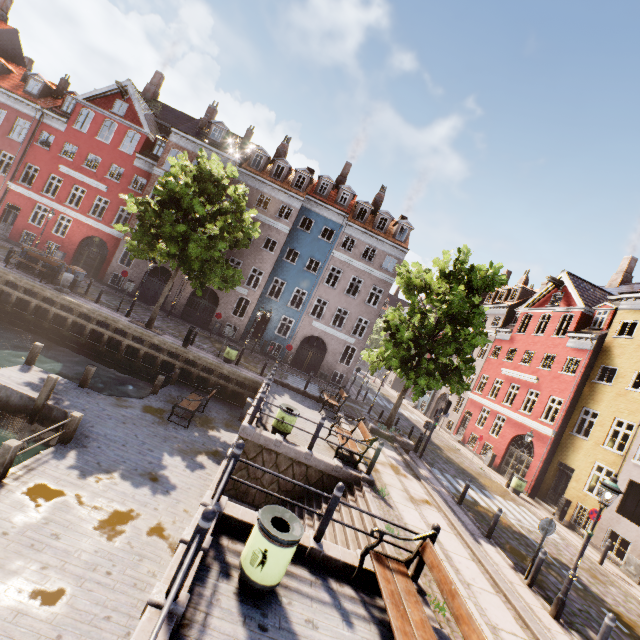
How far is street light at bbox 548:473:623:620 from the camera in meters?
8.2

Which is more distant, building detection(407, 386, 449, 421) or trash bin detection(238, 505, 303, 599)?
building detection(407, 386, 449, 421)

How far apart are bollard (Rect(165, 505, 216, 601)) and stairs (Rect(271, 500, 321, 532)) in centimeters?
318cm

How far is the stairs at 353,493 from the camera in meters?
8.5 m

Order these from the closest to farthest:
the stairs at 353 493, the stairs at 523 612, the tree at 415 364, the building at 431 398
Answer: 1. the stairs at 523 612
2. the stairs at 353 493
3. the tree at 415 364
4. the building at 431 398

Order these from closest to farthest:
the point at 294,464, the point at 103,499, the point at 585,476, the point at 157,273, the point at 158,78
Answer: the point at 103,499
the point at 294,464
the point at 585,476
the point at 157,273
the point at 158,78

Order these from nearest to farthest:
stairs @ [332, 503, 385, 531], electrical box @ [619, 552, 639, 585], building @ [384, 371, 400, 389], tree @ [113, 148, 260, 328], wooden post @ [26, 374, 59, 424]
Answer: stairs @ [332, 503, 385, 531] → wooden post @ [26, 374, 59, 424] → electrical box @ [619, 552, 639, 585] → tree @ [113, 148, 260, 328] → building @ [384, 371, 400, 389]

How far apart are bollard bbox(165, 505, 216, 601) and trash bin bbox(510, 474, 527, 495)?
21.3m
